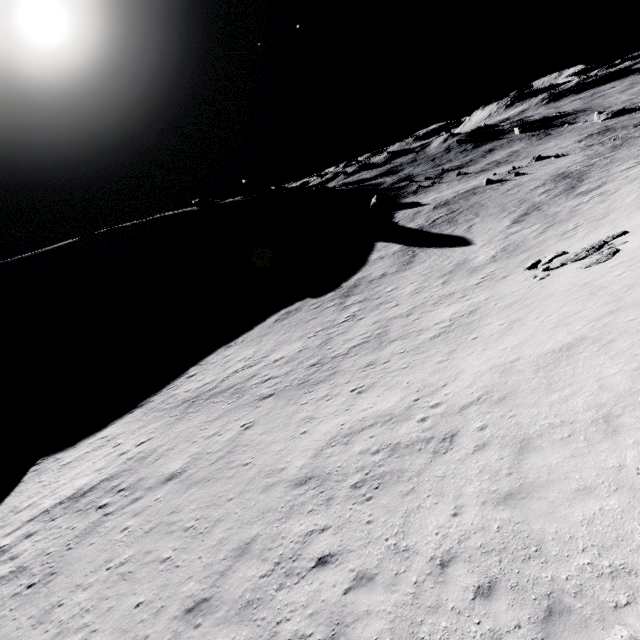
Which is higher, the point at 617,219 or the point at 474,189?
the point at 617,219

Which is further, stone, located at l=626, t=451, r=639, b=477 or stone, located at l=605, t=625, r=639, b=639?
stone, located at l=626, t=451, r=639, b=477

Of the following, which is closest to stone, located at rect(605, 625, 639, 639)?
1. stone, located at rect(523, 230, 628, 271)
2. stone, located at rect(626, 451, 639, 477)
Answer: stone, located at rect(626, 451, 639, 477)

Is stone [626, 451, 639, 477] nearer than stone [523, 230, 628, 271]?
Yes

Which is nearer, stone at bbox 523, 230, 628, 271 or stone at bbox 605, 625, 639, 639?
stone at bbox 605, 625, 639, 639

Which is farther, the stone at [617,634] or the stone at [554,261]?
the stone at [554,261]

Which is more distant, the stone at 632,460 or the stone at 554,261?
the stone at 554,261

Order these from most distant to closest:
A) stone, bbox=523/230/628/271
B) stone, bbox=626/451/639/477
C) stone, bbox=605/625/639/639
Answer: stone, bbox=523/230/628/271, stone, bbox=626/451/639/477, stone, bbox=605/625/639/639
